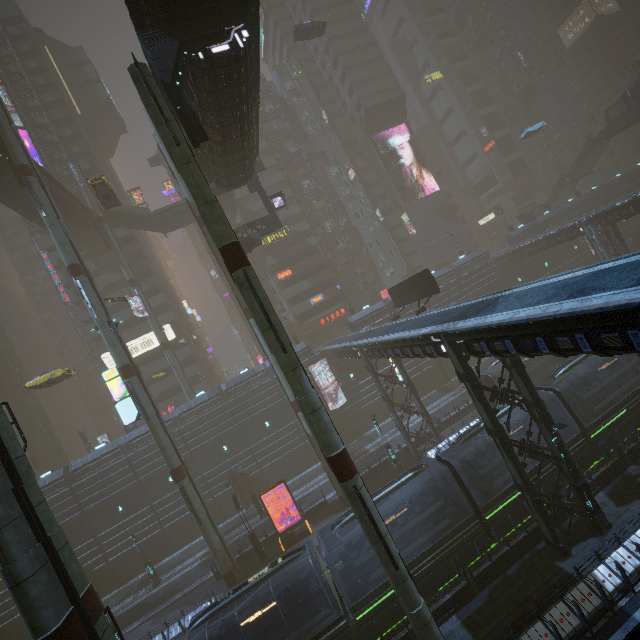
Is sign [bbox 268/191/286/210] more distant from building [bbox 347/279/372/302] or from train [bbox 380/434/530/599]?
train [bbox 380/434/530/599]

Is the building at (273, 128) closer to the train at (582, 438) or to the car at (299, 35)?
the train at (582, 438)

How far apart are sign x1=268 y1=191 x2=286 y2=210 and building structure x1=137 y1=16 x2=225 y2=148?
16.33m

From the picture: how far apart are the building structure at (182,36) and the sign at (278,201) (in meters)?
16.33

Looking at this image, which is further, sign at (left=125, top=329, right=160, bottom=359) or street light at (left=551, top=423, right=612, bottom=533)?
sign at (left=125, top=329, right=160, bottom=359)

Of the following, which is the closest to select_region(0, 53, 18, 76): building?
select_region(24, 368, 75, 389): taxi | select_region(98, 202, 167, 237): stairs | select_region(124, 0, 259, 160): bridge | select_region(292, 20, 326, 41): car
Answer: select_region(124, 0, 259, 160): bridge

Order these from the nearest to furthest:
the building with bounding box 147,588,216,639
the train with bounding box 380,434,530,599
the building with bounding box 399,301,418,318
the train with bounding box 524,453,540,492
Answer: the train with bounding box 380,434,530,599 < the train with bounding box 524,453,540,492 < the building with bounding box 147,588,216,639 < the building with bounding box 399,301,418,318

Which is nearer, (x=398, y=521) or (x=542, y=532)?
(x=542, y=532)
